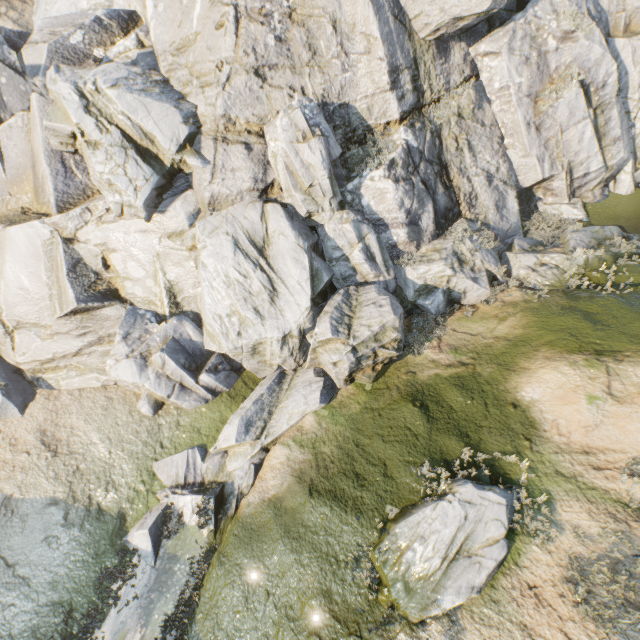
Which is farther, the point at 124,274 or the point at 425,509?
the point at 124,274

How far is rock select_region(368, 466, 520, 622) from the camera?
7.55m

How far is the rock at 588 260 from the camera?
11.97m

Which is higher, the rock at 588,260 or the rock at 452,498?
the rock at 588,260

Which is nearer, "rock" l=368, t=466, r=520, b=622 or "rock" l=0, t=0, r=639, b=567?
"rock" l=368, t=466, r=520, b=622

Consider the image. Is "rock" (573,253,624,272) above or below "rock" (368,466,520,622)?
above
